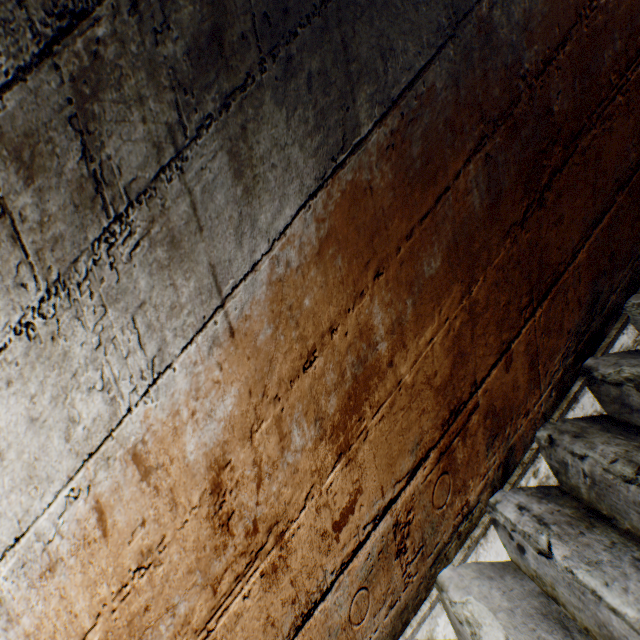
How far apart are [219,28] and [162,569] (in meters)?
1.29
